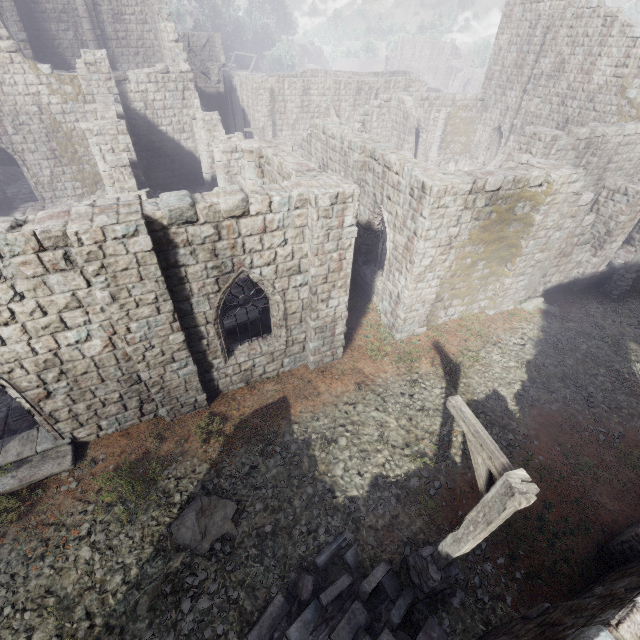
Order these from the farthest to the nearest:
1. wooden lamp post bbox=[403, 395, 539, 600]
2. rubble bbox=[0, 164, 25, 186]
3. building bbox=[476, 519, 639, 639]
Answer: rubble bbox=[0, 164, 25, 186], wooden lamp post bbox=[403, 395, 539, 600], building bbox=[476, 519, 639, 639]

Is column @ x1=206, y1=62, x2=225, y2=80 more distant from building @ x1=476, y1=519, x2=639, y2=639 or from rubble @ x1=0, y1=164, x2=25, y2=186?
rubble @ x1=0, y1=164, x2=25, y2=186

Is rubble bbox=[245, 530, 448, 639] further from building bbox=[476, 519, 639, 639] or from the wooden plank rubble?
the wooden plank rubble

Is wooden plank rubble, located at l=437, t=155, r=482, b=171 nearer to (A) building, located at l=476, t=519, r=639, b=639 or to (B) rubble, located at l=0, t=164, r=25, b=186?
(A) building, located at l=476, t=519, r=639, b=639

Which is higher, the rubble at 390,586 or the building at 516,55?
the building at 516,55

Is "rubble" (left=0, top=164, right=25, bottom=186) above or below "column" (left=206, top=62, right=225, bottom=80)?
below

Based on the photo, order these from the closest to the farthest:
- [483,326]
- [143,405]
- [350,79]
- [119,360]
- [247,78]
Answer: [119,360], [143,405], [483,326], [247,78], [350,79]

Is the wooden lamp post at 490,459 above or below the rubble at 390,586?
above
